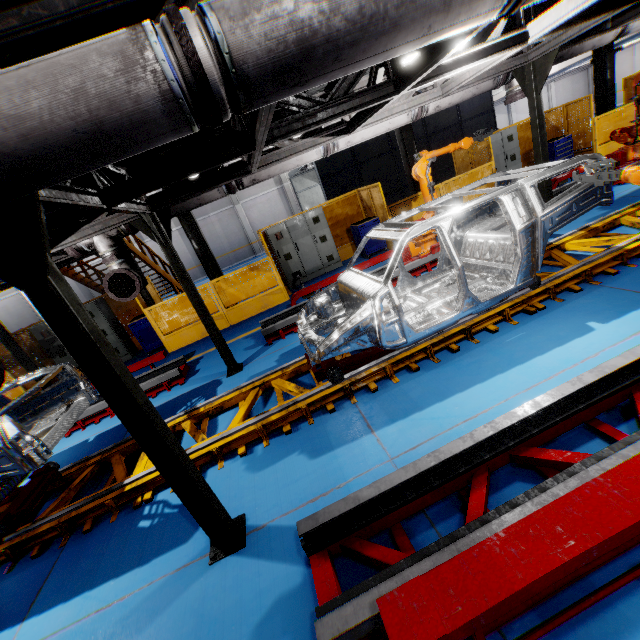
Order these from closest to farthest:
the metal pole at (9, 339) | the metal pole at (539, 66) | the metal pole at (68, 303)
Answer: the metal pole at (68, 303) < the metal pole at (539, 66) < the metal pole at (9, 339)

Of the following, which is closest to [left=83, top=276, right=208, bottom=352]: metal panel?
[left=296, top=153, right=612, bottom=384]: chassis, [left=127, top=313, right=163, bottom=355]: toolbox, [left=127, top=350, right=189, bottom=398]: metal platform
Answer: [left=127, top=313, right=163, bottom=355]: toolbox

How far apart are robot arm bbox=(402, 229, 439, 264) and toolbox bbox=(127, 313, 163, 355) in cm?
736

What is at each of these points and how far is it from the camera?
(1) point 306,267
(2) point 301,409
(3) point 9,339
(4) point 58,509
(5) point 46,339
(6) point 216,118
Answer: (1) cabinet, 11.43m
(2) platform, 4.36m
(3) metal pole, 9.12m
(4) platform, 4.51m
(5) cabinet, 10.16m
(6) vent pipe clamp, 1.77m

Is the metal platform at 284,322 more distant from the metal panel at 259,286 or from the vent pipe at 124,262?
the vent pipe at 124,262

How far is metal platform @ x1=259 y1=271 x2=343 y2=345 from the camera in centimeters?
734cm

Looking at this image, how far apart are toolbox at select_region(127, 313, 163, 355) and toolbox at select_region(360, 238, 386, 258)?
7.16m

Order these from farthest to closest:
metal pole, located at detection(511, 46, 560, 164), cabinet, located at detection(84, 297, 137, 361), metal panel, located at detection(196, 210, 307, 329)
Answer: cabinet, located at detection(84, 297, 137, 361), metal panel, located at detection(196, 210, 307, 329), metal pole, located at detection(511, 46, 560, 164)
